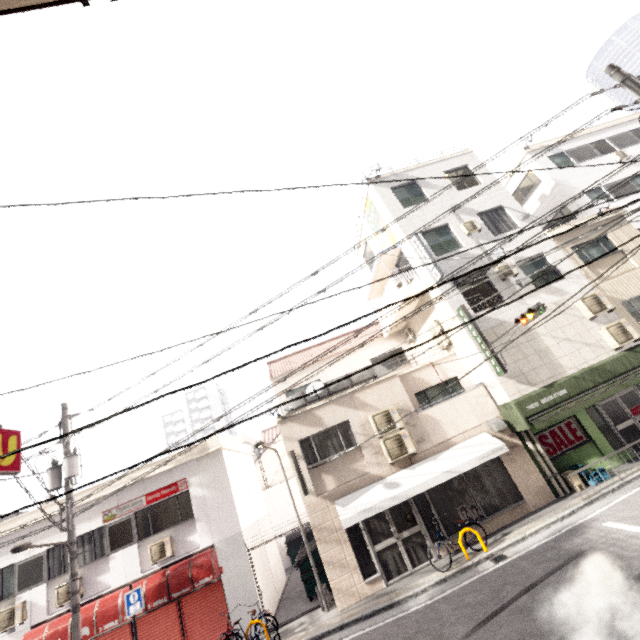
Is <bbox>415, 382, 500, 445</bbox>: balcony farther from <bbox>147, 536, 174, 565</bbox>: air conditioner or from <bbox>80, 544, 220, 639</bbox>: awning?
<bbox>147, 536, 174, 565</bbox>: air conditioner

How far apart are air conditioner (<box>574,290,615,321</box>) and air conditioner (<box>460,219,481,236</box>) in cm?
468

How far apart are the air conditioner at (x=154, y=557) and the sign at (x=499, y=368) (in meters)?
12.95

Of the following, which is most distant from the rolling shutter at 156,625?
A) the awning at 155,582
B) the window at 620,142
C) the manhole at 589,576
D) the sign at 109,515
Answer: the window at 620,142

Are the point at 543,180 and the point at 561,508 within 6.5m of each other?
no

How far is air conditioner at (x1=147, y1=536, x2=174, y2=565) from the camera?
10.9m

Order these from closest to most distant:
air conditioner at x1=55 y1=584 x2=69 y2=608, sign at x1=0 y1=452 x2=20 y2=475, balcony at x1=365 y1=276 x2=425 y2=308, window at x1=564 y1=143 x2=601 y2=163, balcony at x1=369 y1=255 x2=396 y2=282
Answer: sign at x1=0 y1=452 x2=20 y2=475, air conditioner at x1=55 y1=584 x2=69 y2=608, balcony at x1=365 y1=276 x2=425 y2=308, balcony at x1=369 y1=255 x2=396 y2=282, window at x1=564 y1=143 x2=601 y2=163

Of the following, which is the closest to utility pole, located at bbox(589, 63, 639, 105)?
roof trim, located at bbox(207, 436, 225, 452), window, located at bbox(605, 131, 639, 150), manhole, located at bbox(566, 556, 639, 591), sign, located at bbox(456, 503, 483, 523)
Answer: manhole, located at bbox(566, 556, 639, 591)
